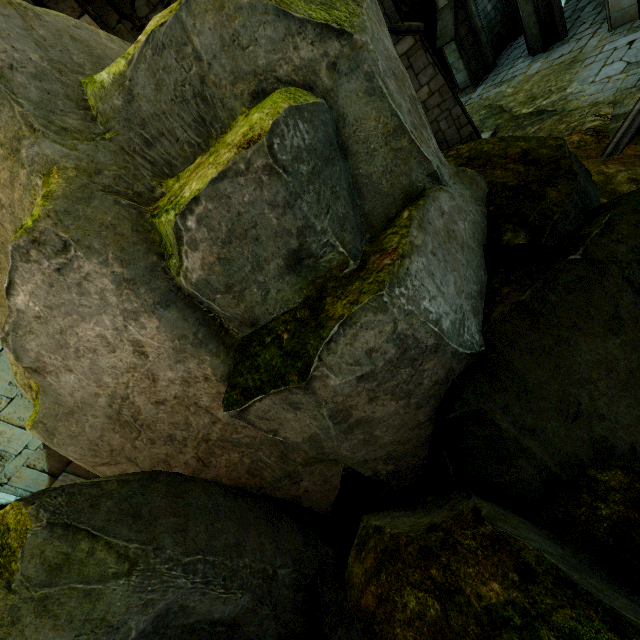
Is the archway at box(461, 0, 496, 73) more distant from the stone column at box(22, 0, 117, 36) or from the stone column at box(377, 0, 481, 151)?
the stone column at box(22, 0, 117, 36)

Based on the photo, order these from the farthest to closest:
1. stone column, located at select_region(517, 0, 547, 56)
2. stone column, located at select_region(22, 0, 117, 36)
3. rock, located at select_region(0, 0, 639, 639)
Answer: stone column, located at select_region(517, 0, 547, 56)
stone column, located at select_region(22, 0, 117, 36)
rock, located at select_region(0, 0, 639, 639)

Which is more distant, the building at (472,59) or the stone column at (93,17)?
the building at (472,59)

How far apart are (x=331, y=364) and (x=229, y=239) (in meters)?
1.34

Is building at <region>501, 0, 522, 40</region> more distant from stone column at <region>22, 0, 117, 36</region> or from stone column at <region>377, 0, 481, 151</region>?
stone column at <region>22, 0, 117, 36</region>

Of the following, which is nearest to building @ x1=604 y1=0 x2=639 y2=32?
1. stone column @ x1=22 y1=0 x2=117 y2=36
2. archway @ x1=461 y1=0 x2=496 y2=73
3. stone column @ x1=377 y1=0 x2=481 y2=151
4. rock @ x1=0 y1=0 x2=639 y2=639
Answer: archway @ x1=461 y1=0 x2=496 y2=73

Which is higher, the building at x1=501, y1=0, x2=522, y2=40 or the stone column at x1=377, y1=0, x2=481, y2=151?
the stone column at x1=377, y1=0, x2=481, y2=151

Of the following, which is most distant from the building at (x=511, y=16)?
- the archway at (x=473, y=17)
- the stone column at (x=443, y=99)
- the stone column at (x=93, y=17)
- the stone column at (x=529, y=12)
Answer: the stone column at (x=93, y=17)
